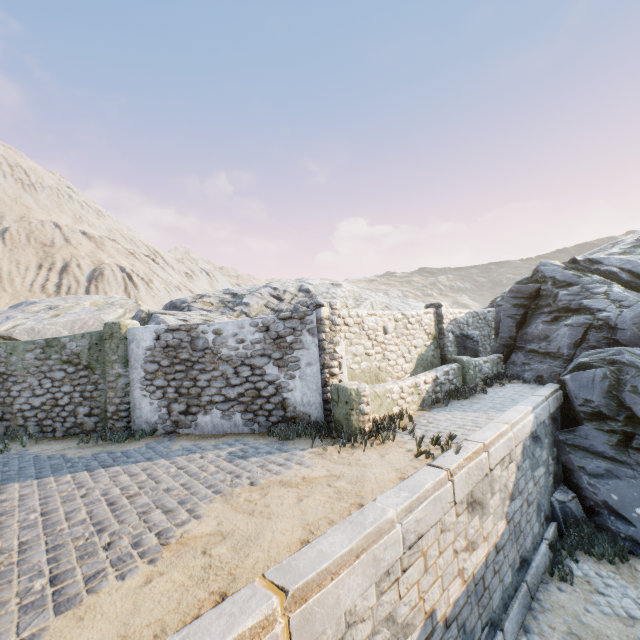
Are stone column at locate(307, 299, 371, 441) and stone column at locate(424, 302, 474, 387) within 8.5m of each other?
yes

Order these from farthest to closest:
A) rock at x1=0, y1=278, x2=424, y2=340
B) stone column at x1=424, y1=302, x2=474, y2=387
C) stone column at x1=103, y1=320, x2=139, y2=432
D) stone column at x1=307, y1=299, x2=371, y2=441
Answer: rock at x1=0, y1=278, x2=424, y2=340 < stone column at x1=424, y1=302, x2=474, y2=387 < stone column at x1=103, y1=320, x2=139, y2=432 < stone column at x1=307, y1=299, x2=371, y2=441

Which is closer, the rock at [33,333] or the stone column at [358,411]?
the stone column at [358,411]

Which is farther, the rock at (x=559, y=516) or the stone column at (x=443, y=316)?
the stone column at (x=443, y=316)

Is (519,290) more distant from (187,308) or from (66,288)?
(66,288)

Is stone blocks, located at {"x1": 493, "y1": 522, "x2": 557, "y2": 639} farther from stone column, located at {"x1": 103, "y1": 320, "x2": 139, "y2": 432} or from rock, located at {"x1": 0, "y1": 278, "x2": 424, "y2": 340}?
stone column, located at {"x1": 103, "y1": 320, "x2": 139, "y2": 432}

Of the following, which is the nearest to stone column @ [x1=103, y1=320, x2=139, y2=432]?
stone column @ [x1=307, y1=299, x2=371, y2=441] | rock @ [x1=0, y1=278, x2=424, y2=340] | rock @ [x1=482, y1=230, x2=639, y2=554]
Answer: rock @ [x1=0, y1=278, x2=424, y2=340]

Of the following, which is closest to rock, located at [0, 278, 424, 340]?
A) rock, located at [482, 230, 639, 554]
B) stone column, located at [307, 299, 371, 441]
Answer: rock, located at [482, 230, 639, 554]
